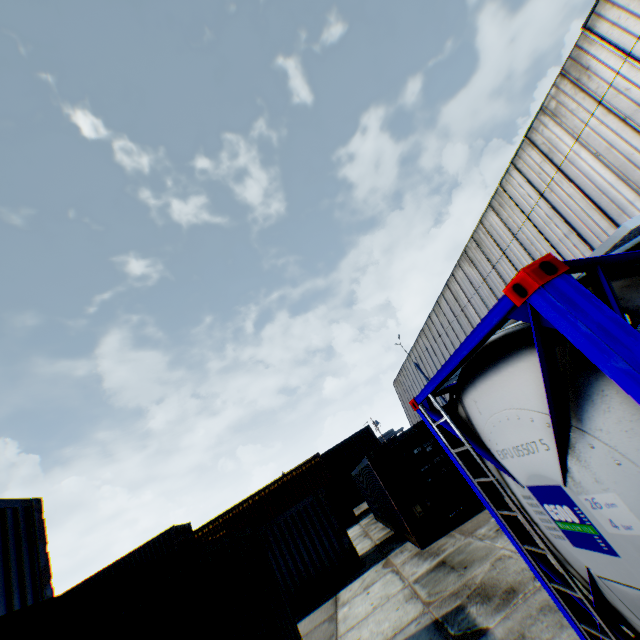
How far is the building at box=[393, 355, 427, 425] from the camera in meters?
41.1 m

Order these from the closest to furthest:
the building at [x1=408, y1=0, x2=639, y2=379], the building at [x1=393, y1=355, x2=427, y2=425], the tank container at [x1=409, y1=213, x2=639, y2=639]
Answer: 1. the tank container at [x1=409, y1=213, x2=639, y2=639]
2. the building at [x1=408, y1=0, x2=639, y2=379]
3. the building at [x1=393, y1=355, x2=427, y2=425]

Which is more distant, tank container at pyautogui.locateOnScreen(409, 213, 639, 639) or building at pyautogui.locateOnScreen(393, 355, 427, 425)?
building at pyautogui.locateOnScreen(393, 355, 427, 425)

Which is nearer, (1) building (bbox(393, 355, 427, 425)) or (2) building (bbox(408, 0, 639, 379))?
(2) building (bbox(408, 0, 639, 379))

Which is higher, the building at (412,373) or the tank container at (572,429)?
the building at (412,373)

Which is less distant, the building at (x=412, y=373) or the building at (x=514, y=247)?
the building at (x=514, y=247)

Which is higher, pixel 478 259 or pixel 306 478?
pixel 478 259
